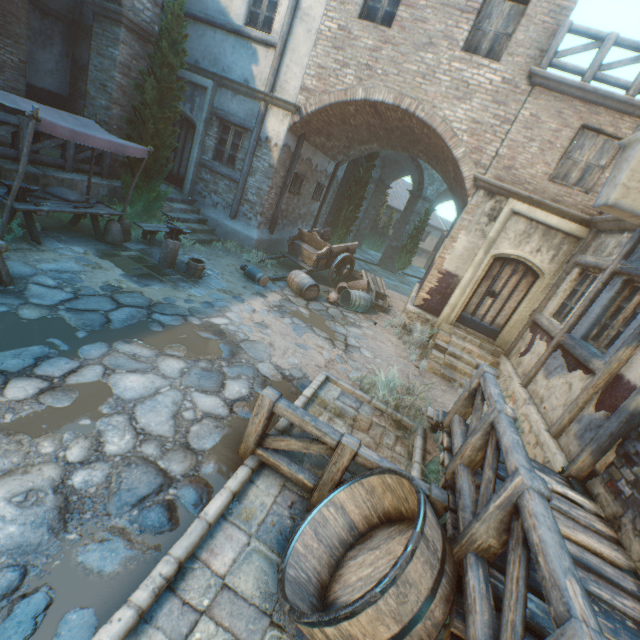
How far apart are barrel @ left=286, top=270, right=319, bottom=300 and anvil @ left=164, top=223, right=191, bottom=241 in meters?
3.3

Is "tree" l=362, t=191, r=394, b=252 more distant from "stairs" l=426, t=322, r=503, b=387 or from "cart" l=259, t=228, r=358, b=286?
"stairs" l=426, t=322, r=503, b=387

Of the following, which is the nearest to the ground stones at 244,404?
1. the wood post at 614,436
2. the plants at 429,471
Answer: the plants at 429,471

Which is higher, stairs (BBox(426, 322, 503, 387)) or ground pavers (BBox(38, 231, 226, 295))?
stairs (BBox(426, 322, 503, 387))

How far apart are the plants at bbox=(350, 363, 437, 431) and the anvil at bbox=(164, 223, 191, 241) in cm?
521

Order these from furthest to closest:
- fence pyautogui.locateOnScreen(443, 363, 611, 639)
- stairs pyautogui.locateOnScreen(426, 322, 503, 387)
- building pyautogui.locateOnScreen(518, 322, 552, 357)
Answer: stairs pyautogui.locateOnScreen(426, 322, 503, 387) < building pyautogui.locateOnScreen(518, 322, 552, 357) < fence pyautogui.locateOnScreen(443, 363, 611, 639)

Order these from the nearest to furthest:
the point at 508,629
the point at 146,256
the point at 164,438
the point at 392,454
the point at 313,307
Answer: the point at 508,629, the point at 164,438, the point at 392,454, the point at 146,256, the point at 313,307

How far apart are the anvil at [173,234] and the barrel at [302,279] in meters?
3.3 m
